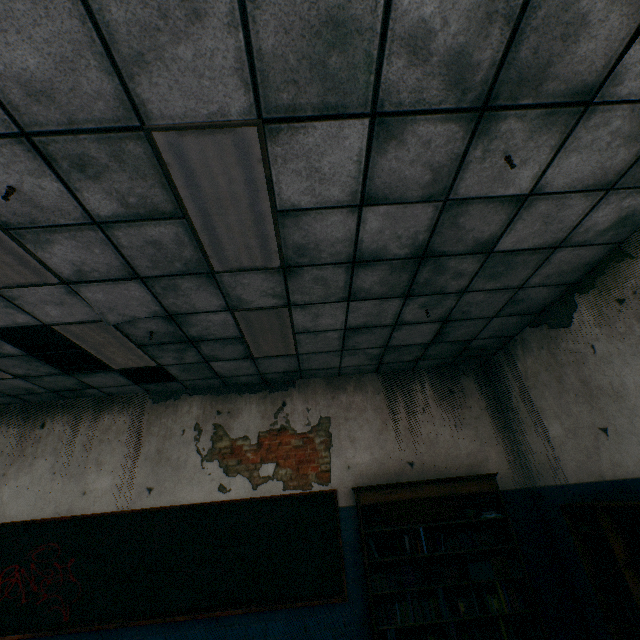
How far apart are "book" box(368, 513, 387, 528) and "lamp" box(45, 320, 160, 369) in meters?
3.7 m

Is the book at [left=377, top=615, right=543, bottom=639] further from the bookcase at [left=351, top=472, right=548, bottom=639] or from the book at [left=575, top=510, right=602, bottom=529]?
the book at [left=575, top=510, right=602, bottom=529]

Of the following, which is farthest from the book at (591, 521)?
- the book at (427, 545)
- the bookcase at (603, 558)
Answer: the book at (427, 545)

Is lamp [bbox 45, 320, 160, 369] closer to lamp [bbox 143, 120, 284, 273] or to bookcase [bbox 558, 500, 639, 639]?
lamp [bbox 143, 120, 284, 273]

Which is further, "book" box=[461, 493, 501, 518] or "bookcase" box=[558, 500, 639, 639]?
"book" box=[461, 493, 501, 518]

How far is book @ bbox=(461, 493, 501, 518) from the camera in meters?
4.4 m

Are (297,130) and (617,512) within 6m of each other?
yes

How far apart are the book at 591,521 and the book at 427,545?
1.08m
